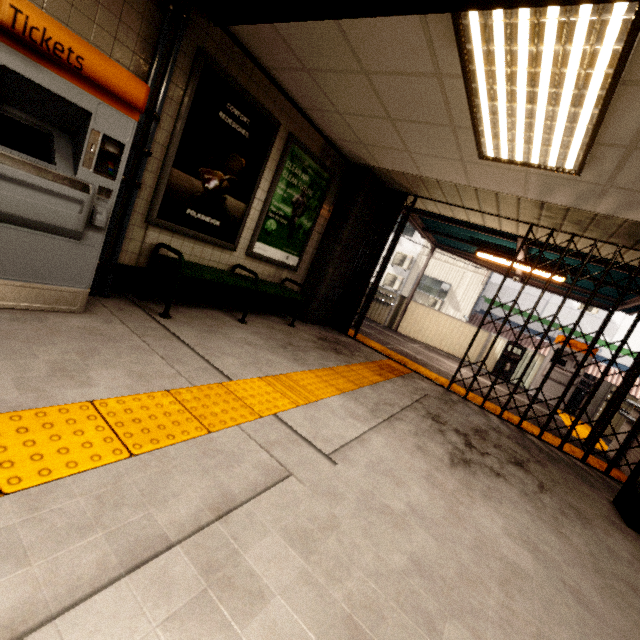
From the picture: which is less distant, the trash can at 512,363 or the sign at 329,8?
the sign at 329,8

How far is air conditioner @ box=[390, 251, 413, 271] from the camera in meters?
19.0

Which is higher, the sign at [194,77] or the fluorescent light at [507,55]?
the fluorescent light at [507,55]

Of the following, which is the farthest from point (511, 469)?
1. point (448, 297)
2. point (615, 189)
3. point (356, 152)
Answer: point (448, 297)

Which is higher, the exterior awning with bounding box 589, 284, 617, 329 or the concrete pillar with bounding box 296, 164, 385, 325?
the exterior awning with bounding box 589, 284, 617, 329

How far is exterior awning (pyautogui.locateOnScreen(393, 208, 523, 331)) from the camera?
6.8m

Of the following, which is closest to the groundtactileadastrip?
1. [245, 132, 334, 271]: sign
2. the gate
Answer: the gate

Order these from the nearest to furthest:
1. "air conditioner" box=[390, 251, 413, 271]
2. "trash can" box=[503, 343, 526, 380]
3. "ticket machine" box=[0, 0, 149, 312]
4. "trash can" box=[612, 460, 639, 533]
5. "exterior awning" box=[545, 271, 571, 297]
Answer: "ticket machine" box=[0, 0, 149, 312] → "trash can" box=[612, 460, 639, 533] → "exterior awning" box=[545, 271, 571, 297] → "trash can" box=[503, 343, 526, 380] → "air conditioner" box=[390, 251, 413, 271]
